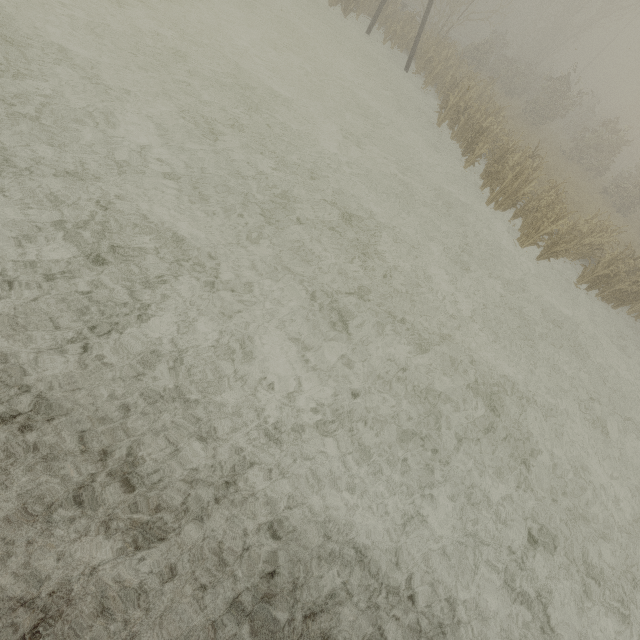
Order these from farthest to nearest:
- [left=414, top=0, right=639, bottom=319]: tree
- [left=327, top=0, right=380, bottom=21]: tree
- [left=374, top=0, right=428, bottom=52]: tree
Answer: [left=374, top=0, right=428, bottom=52]: tree, [left=327, top=0, right=380, bottom=21]: tree, [left=414, top=0, right=639, bottom=319]: tree

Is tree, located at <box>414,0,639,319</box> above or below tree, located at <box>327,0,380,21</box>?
above

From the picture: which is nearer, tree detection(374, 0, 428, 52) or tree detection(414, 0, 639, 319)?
tree detection(414, 0, 639, 319)

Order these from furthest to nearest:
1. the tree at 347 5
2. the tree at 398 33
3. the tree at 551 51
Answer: the tree at 398 33 → the tree at 347 5 → the tree at 551 51

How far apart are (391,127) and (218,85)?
6.99m

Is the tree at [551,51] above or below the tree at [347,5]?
above
